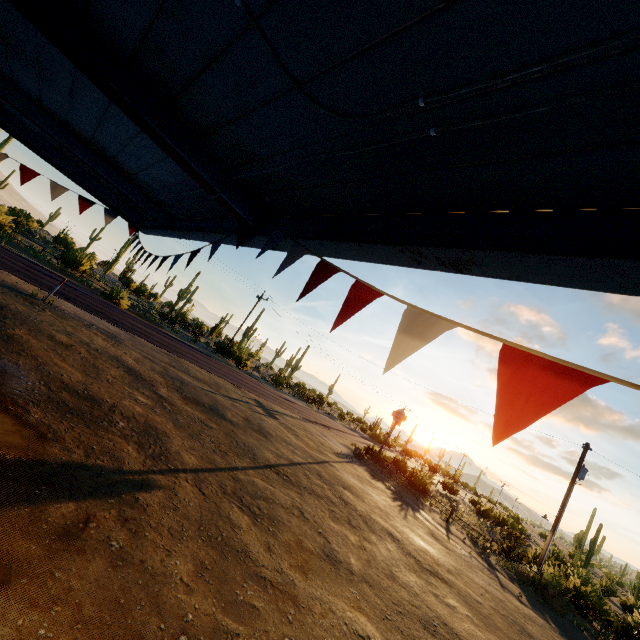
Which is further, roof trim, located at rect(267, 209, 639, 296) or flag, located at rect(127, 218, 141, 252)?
flag, located at rect(127, 218, 141, 252)

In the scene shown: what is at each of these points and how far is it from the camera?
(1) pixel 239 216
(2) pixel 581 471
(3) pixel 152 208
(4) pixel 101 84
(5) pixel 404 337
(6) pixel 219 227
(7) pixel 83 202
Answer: (1) beam, 3.5m
(2) telegraph pole, 18.3m
(3) beam, 6.0m
(4) beam, 2.6m
(5) flag, 1.5m
(6) roof trim, 4.2m
(7) flag, 7.1m

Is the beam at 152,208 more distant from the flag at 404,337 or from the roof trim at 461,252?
the flag at 404,337

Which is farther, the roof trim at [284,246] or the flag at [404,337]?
the roof trim at [284,246]

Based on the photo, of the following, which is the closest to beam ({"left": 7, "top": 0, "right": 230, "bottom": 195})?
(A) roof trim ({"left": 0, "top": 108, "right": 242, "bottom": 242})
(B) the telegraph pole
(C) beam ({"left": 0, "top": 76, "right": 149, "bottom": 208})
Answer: (A) roof trim ({"left": 0, "top": 108, "right": 242, "bottom": 242})

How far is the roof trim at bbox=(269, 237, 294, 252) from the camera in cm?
301

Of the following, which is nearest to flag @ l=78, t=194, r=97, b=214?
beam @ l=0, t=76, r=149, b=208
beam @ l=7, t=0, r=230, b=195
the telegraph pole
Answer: beam @ l=7, t=0, r=230, b=195

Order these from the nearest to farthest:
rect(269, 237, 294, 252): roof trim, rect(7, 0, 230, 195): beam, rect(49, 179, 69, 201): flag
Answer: rect(7, 0, 230, 195): beam < rect(269, 237, 294, 252): roof trim < rect(49, 179, 69, 201): flag
